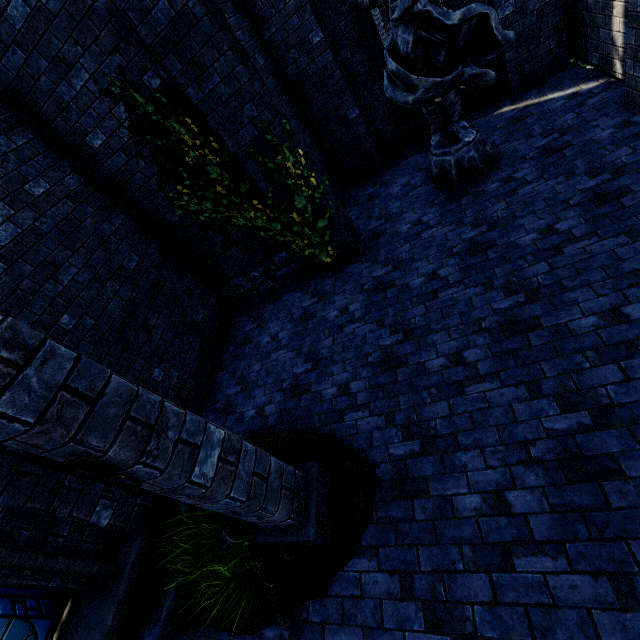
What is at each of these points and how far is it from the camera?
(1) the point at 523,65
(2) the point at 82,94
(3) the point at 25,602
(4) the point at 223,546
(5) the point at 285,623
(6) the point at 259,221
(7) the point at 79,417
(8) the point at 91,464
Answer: (1) building, 6.2m
(2) building, 4.6m
(3) window glass, 3.5m
(4) instancedfoliageactor, 3.5m
(5) instancedfoliageactor, 3.0m
(6) ivy, 5.6m
(7) pillar, 1.8m
(8) chain ring, 1.9m

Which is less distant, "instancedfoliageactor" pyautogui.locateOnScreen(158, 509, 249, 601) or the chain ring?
the chain ring

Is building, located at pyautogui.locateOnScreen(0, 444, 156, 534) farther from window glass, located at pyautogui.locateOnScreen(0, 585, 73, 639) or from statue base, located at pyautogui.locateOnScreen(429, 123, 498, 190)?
statue base, located at pyautogui.locateOnScreen(429, 123, 498, 190)

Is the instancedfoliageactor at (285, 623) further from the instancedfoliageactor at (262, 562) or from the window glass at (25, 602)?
the window glass at (25, 602)

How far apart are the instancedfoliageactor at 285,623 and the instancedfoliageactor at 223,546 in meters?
0.8

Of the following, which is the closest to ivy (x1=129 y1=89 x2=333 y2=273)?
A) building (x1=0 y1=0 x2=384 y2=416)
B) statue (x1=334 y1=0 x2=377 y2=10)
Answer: building (x1=0 y1=0 x2=384 y2=416)

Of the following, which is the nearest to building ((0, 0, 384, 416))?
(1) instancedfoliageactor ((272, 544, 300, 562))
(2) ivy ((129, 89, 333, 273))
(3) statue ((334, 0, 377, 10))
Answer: (2) ivy ((129, 89, 333, 273))

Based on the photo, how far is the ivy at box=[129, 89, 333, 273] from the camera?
4.79m
